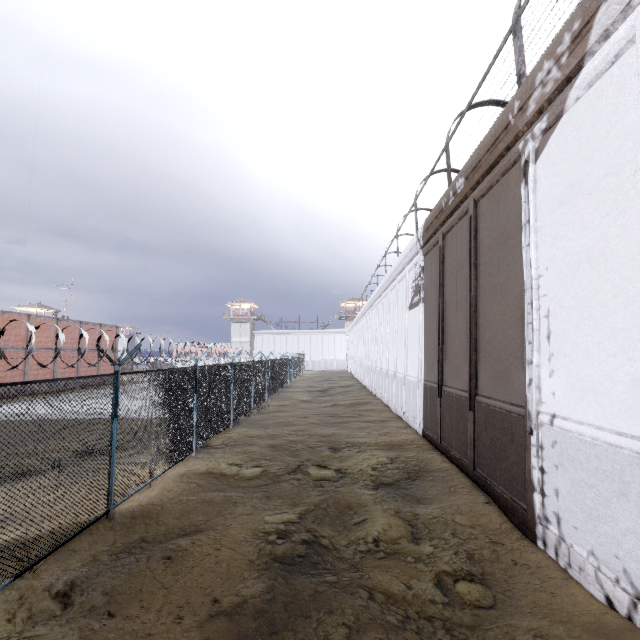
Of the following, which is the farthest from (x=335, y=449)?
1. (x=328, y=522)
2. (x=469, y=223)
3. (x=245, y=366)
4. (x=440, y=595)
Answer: (x=469, y=223)

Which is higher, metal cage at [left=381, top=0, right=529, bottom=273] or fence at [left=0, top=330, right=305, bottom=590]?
→ metal cage at [left=381, top=0, right=529, bottom=273]

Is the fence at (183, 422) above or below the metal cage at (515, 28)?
below
